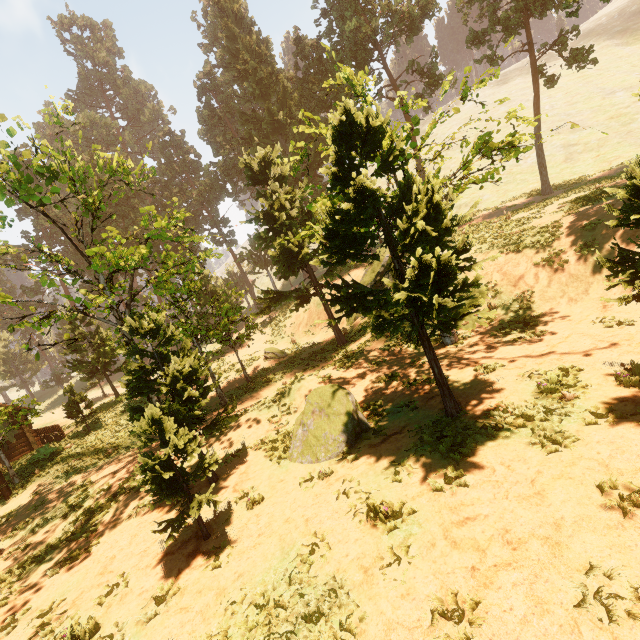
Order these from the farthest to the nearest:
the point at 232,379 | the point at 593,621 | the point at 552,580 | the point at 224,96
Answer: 1. the point at 224,96
2. the point at 232,379
3. the point at 552,580
4. the point at 593,621

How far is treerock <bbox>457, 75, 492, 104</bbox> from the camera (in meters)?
11.02

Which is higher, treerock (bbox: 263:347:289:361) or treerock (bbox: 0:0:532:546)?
treerock (bbox: 0:0:532:546)

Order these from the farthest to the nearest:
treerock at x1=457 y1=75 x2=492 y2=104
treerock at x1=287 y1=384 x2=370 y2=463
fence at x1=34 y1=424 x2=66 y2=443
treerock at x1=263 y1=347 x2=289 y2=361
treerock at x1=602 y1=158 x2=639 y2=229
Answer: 1. treerock at x1=263 y1=347 x2=289 y2=361
2. fence at x1=34 y1=424 x2=66 y2=443
3. treerock at x1=457 y1=75 x2=492 y2=104
4. treerock at x1=287 y1=384 x2=370 y2=463
5. treerock at x1=602 y1=158 x2=639 y2=229

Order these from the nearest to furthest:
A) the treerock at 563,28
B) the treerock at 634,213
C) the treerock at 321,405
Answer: the treerock at 634,213 < the treerock at 321,405 < the treerock at 563,28

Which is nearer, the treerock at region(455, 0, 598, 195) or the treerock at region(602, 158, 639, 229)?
the treerock at region(602, 158, 639, 229)

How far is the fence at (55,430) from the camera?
23.5 meters
